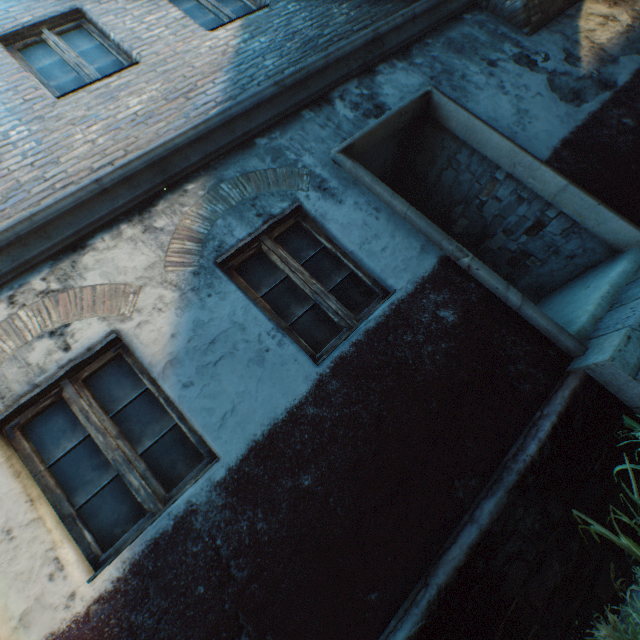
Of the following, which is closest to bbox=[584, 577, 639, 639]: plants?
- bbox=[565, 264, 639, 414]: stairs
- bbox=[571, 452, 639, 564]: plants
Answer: bbox=[571, 452, 639, 564]: plants

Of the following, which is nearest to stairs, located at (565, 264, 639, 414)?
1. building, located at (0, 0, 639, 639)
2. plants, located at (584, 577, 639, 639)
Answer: building, located at (0, 0, 639, 639)

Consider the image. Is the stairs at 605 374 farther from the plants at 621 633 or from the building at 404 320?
the plants at 621 633

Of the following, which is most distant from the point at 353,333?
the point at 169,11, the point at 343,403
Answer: the point at 169,11

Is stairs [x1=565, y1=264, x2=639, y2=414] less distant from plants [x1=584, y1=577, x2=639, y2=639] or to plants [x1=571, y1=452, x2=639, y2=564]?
plants [x1=571, y1=452, x2=639, y2=564]

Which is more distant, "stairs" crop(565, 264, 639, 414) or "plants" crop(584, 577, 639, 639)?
"stairs" crop(565, 264, 639, 414)

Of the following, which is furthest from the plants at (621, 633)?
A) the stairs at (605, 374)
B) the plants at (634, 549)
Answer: the stairs at (605, 374)

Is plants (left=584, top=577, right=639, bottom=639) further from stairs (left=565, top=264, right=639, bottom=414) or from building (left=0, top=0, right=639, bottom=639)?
stairs (left=565, top=264, right=639, bottom=414)
